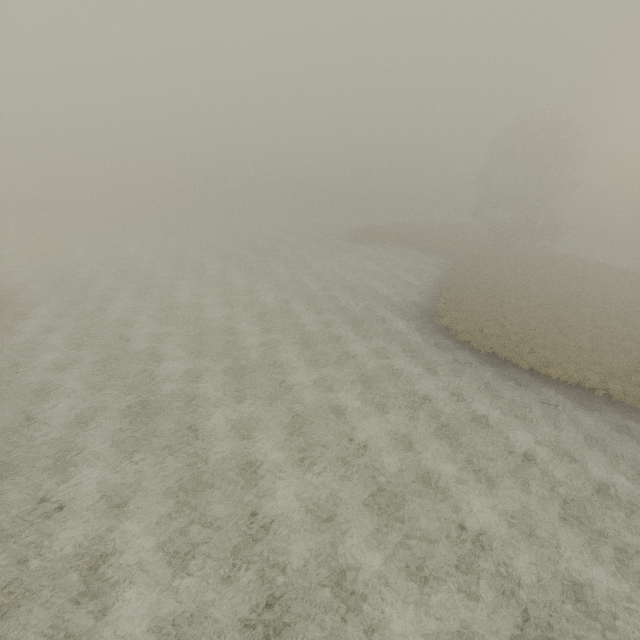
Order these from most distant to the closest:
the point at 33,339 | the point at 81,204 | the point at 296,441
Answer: the point at 81,204 < the point at 33,339 < the point at 296,441
